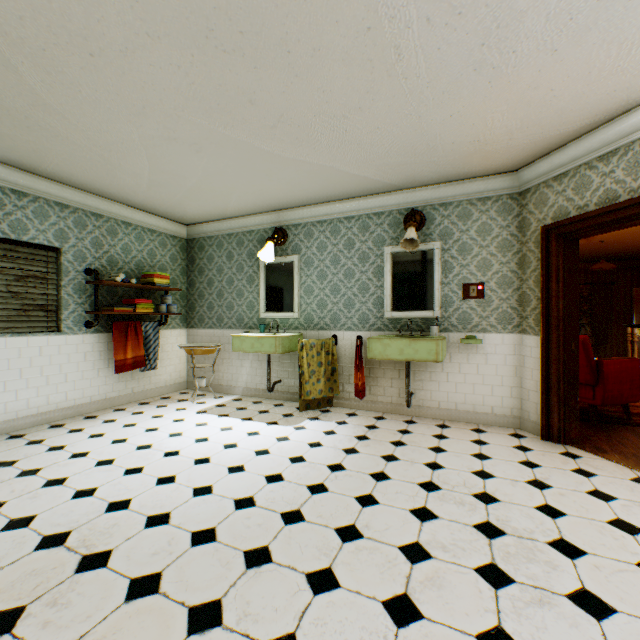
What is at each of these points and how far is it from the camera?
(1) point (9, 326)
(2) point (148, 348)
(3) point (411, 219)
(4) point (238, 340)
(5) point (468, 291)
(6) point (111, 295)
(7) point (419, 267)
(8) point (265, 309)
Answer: (1) blinds, 3.9m
(2) towel, 5.3m
(3) wall light, 4.3m
(4) hand sink, 4.9m
(5) light switch, 4.3m
(6) building, 5.0m
(7) mirror, 4.5m
(8) mirror, 5.6m

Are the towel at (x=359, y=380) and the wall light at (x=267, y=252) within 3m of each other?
yes

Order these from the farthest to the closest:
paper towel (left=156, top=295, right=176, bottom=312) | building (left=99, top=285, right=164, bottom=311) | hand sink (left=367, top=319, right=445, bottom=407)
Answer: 1. paper towel (left=156, top=295, right=176, bottom=312)
2. building (left=99, top=285, right=164, bottom=311)
3. hand sink (left=367, top=319, right=445, bottom=407)

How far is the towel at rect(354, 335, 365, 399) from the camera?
4.3 meters

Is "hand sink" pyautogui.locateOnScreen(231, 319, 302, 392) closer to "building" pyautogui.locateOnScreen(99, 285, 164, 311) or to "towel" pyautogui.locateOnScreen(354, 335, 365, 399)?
"building" pyautogui.locateOnScreen(99, 285, 164, 311)

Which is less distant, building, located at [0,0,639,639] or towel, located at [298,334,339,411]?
building, located at [0,0,639,639]

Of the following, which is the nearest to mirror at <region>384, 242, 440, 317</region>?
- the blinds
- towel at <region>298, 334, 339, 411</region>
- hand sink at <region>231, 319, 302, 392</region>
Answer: towel at <region>298, 334, 339, 411</region>

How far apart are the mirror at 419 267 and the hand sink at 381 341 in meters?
0.1
